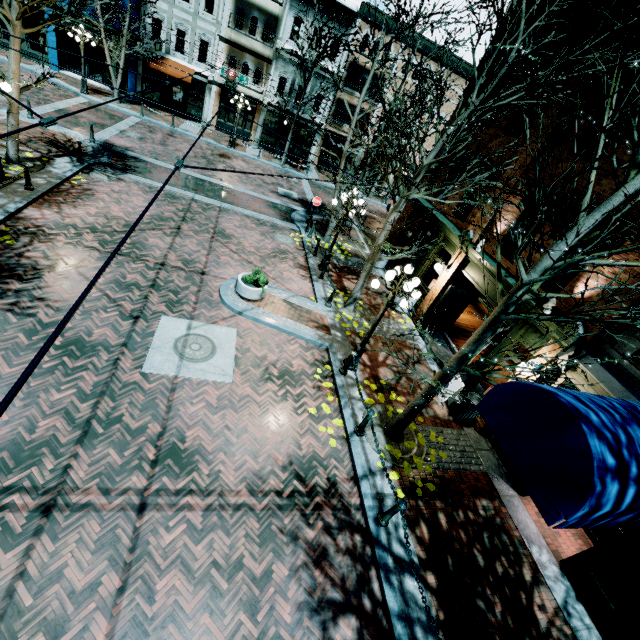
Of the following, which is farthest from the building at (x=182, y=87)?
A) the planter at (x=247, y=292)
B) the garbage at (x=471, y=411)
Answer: the garbage at (x=471, y=411)

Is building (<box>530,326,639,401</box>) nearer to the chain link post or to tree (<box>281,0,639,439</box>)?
tree (<box>281,0,639,439</box>)

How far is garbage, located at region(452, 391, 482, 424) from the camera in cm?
938

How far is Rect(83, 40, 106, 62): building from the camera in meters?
23.6 m

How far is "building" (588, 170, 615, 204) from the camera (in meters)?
7.69

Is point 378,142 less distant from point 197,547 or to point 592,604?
point 197,547

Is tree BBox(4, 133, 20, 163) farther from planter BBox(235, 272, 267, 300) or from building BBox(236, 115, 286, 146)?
building BBox(236, 115, 286, 146)

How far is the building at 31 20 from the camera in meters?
21.7
